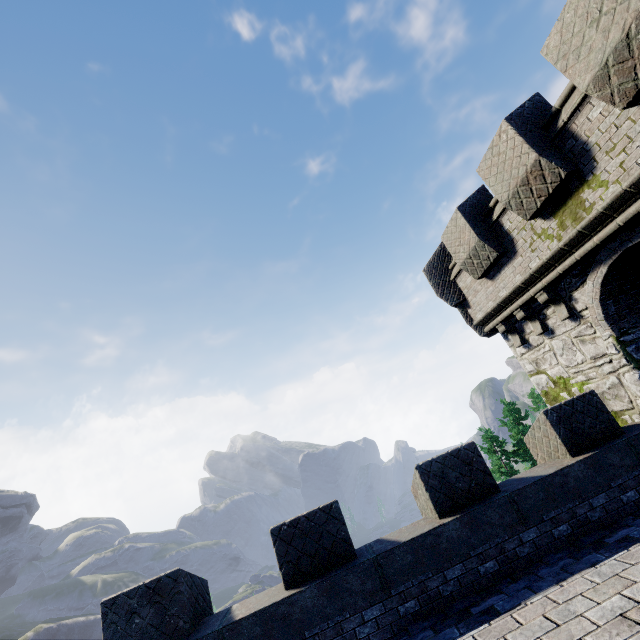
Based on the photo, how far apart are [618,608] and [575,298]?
7.0m
